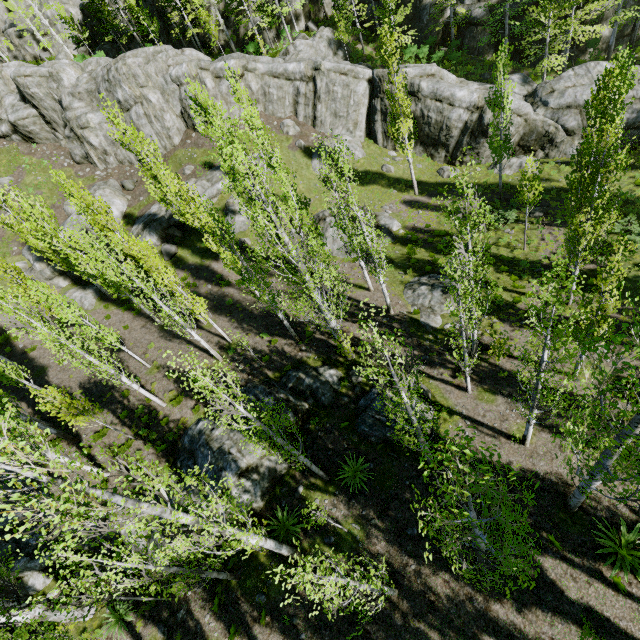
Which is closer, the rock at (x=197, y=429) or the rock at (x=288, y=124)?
the rock at (x=197, y=429)

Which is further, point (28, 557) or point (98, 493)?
point (28, 557)

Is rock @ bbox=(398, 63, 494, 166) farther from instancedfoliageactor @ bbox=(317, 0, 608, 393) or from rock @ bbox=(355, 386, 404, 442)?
rock @ bbox=(355, 386, 404, 442)

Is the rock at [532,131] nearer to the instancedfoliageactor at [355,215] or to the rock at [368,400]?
the instancedfoliageactor at [355,215]

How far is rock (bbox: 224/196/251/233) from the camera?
26.9 meters

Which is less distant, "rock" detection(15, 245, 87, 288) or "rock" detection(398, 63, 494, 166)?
"rock" detection(398, 63, 494, 166)
